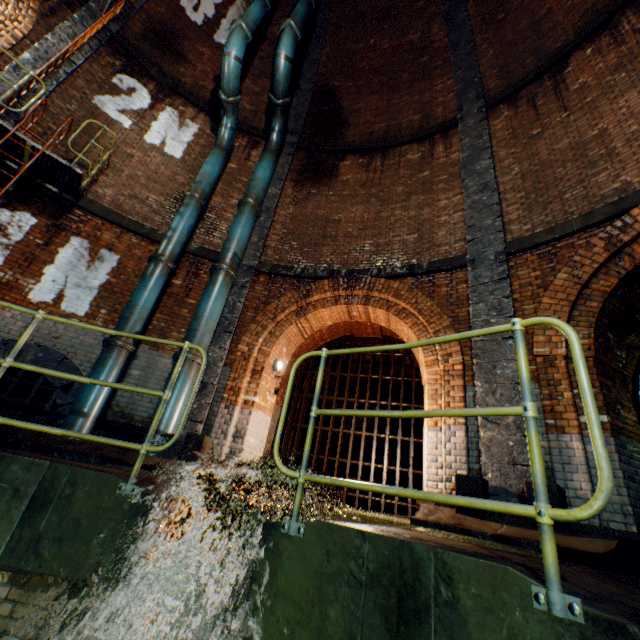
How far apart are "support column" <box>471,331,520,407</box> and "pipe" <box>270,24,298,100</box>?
4.6 meters

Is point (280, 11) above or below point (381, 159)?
above

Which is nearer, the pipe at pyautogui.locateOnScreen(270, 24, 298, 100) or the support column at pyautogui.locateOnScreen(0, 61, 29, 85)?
the support column at pyautogui.locateOnScreen(0, 61, 29, 85)

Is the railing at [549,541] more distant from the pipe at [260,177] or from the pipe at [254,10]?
the pipe at [254,10]

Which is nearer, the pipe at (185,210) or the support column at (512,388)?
the support column at (512,388)

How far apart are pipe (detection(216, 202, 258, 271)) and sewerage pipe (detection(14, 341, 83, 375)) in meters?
3.2

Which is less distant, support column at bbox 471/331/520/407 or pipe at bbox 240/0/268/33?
support column at bbox 471/331/520/407

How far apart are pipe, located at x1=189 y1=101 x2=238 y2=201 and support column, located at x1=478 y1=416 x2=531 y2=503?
5.75m
